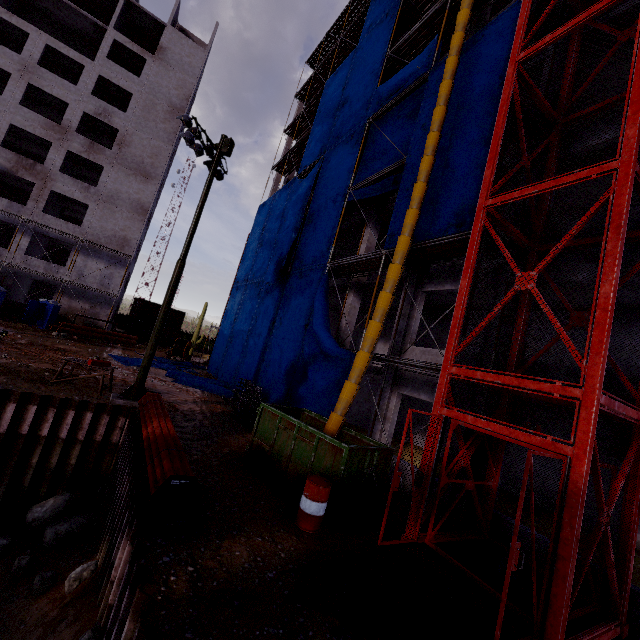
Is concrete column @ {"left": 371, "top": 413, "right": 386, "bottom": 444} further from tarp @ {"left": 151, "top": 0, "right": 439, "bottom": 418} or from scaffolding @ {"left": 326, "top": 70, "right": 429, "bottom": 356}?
tarp @ {"left": 151, "top": 0, "right": 439, "bottom": 418}

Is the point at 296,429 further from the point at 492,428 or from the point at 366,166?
the point at 366,166

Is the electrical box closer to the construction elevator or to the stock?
the construction elevator

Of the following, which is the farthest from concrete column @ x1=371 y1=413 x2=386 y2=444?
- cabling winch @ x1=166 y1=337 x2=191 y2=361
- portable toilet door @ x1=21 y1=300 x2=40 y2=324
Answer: portable toilet door @ x1=21 y1=300 x2=40 y2=324

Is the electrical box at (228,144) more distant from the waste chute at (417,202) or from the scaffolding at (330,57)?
the scaffolding at (330,57)

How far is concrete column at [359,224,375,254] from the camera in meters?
16.5 m

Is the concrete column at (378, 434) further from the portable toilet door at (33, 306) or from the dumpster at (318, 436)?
the portable toilet door at (33, 306)

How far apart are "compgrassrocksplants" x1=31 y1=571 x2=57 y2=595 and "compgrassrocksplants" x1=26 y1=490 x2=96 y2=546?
1.96m
